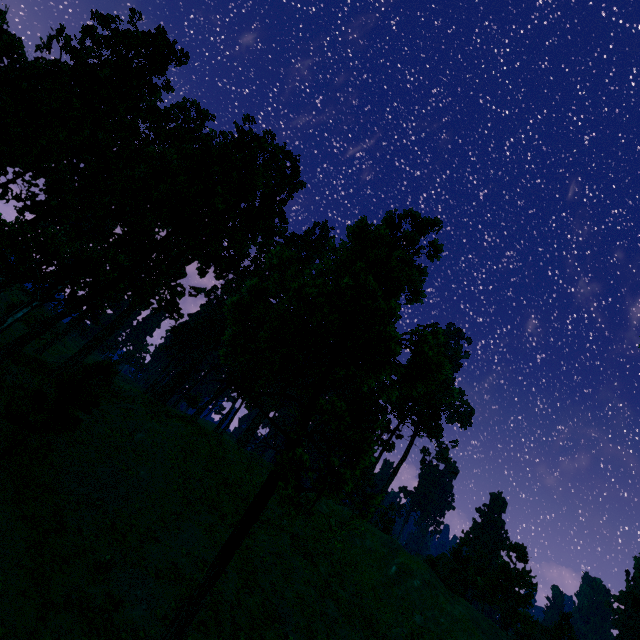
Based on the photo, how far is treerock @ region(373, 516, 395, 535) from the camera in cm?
5772

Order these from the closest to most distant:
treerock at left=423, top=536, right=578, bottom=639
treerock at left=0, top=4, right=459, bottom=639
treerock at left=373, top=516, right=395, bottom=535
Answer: treerock at left=0, top=4, right=459, bottom=639 < treerock at left=423, top=536, right=578, bottom=639 < treerock at left=373, top=516, right=395, bottom=535

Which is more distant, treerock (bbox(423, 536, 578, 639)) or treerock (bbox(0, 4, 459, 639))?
treerock (bbox(423, 536, 578, 639))

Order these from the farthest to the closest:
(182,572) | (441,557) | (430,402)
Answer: (430,402), (441,557), (182,572)

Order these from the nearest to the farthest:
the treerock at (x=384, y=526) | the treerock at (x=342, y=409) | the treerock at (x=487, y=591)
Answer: the treerock at (x=342, y=409) → the treerock at (x=487, y=591) → the treerock at (x=384, y=526)

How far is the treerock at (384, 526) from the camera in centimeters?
5772cm
